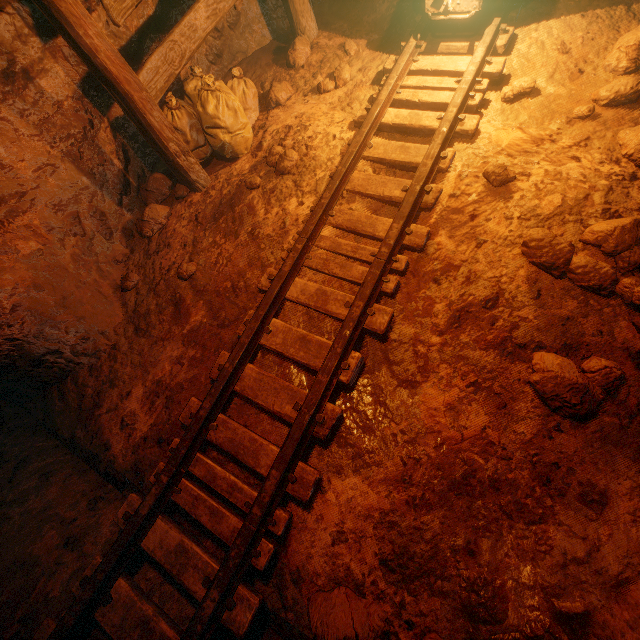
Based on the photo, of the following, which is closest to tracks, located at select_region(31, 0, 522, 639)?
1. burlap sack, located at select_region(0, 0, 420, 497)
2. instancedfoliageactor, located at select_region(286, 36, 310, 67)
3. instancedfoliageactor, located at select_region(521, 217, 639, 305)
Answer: burlap sack, located at select_region(0, 0, 420, 497)

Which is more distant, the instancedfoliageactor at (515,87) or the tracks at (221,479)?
the instancedfoliageactor at (515,87)

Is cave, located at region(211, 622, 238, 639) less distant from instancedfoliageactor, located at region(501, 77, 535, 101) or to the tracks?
the tracks

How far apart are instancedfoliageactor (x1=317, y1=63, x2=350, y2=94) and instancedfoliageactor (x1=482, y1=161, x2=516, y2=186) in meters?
2.2 m

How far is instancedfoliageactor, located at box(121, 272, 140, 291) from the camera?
3.25m

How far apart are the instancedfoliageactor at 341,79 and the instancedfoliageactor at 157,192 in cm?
195

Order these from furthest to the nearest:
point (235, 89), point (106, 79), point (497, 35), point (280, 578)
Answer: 1. point (235, 89)
2. point (497, 35)
3. point (106, 79)
4. point (280, 578)

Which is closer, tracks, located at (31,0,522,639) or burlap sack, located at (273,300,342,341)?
tracks, located at (31,0,522,639)
